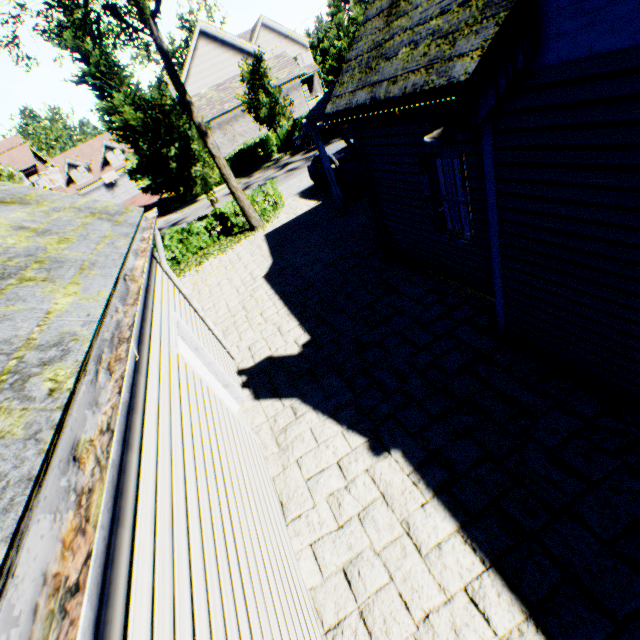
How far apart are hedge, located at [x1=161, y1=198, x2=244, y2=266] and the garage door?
36.54m

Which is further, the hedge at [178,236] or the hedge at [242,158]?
the hedge at [242,158]

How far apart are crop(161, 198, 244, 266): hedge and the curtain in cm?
1159

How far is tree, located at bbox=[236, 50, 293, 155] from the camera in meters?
23.8

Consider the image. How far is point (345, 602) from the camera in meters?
3.3 m

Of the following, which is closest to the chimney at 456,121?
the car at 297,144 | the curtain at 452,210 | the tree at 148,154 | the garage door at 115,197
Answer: the curtain at 452,210

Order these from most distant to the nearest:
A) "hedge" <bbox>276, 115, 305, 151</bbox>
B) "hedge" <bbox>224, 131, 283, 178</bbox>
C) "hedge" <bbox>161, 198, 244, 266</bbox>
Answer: "hedge" <bbox>276, 115, 305, 151</bbox> < "hedge" <bbox>224, 131, 283, 178</bbox> < "hedge" <bbox>161, 198, 244, 266</bbox>

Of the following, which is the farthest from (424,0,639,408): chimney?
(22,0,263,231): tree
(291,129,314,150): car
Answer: (291,129,314,150): car
